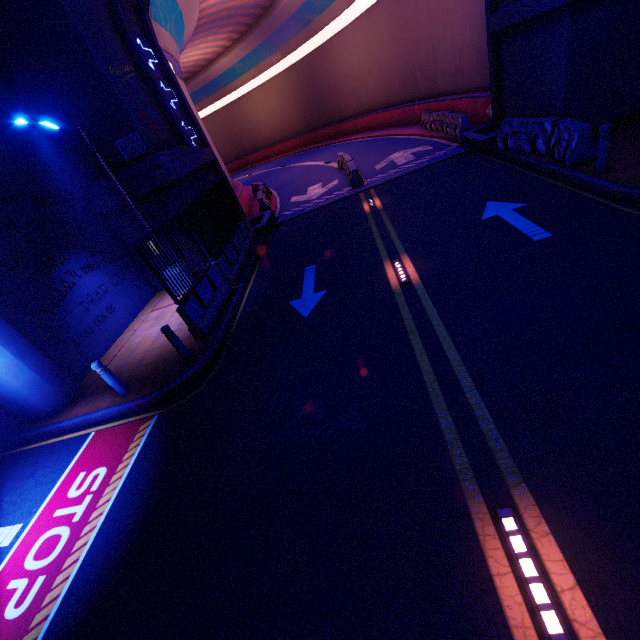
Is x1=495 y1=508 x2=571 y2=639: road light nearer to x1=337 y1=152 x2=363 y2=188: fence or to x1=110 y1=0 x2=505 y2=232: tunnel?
x1=110 y1=0 x2=505 y2=232: tunnel

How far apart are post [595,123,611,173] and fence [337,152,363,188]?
9.5 meters

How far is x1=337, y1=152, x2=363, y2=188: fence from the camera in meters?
15.4

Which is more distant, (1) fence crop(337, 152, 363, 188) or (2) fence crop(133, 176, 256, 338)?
(1) fence crop(337, 152, 363, 188)

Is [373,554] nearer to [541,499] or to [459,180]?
[541,499]

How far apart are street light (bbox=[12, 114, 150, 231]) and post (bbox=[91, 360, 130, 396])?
4.95m

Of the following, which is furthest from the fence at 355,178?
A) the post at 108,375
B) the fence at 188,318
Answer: the post at 108,375

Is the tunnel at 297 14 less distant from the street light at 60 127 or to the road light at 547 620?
the street light at 60 127
